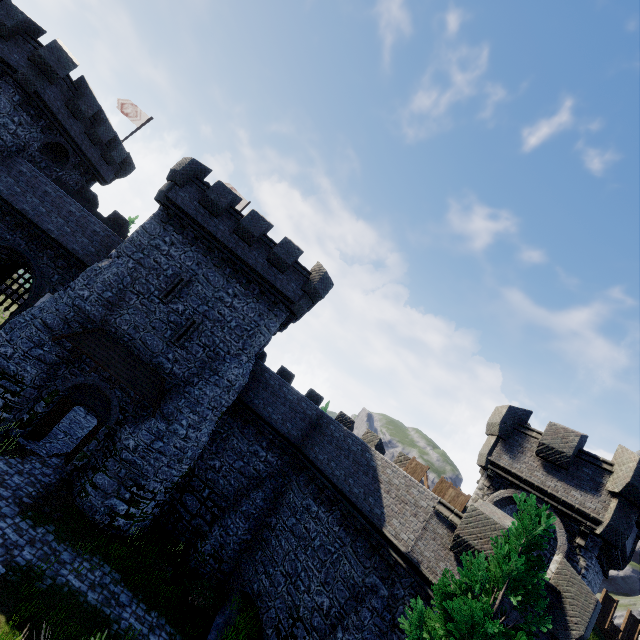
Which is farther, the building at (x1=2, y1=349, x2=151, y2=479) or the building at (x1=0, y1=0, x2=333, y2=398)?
the building at (x1=0, y1=0, x2=333, y2=398)

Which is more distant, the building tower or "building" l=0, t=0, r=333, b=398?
"building" l=0, t=0, r=333, b=398

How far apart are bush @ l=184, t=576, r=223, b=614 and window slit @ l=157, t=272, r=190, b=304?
13.6m

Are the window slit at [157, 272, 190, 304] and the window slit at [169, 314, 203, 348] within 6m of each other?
yes

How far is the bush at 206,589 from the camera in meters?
14.8

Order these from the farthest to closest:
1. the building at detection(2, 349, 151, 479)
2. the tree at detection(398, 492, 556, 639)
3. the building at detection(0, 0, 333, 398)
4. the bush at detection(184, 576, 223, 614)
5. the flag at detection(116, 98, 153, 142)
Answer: the flag at detection(116, 98, 153, 142) < the building at detection(0, 0, 333, 398) < the building at detection(2, 349, 151, 479) < the bush at detection(184, 576, 223, 614) < the tree at detection(398, 492, 556, 639)

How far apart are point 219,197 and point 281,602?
20.97m

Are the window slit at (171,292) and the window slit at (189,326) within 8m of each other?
yes
